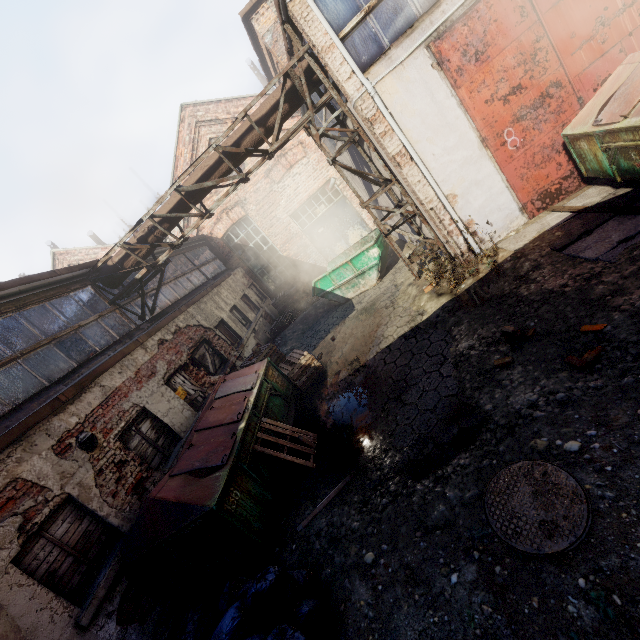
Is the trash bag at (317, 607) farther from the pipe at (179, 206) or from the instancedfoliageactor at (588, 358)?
the pipe at (179, 206)

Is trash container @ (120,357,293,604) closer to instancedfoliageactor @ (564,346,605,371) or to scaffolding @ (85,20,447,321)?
scaffolding @ (85,20,447,321)

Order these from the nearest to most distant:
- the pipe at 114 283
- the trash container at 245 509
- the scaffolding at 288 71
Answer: the trash container at 245 509 → the scaffolding at 288 71 → the pipe at 114 283

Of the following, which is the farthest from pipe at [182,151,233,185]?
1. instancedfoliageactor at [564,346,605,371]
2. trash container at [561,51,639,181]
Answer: instancedfoliageactor at [564,346,605,371]

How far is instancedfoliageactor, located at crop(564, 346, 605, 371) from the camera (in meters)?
3.65

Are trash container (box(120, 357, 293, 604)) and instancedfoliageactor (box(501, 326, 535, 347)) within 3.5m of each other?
no

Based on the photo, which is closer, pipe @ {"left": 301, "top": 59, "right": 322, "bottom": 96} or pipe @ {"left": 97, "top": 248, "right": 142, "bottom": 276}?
pipe @ {"left": 301, "top": 59, "right": 322, "bottom": 96}

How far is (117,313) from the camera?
8.7m
